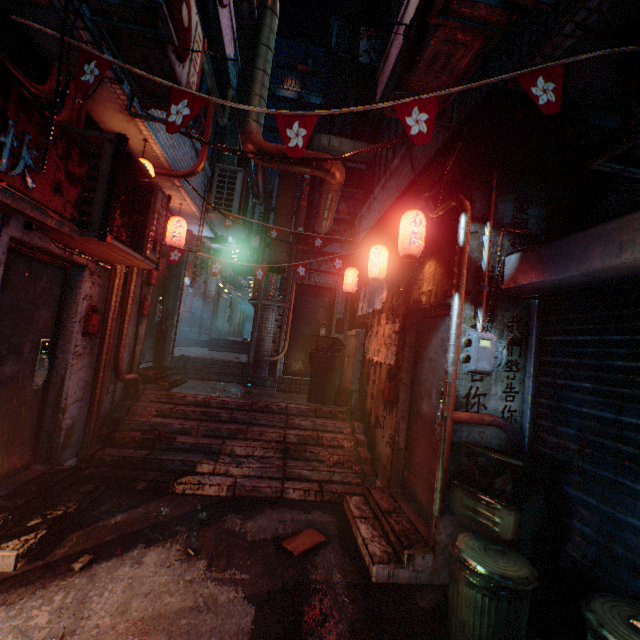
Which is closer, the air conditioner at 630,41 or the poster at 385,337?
the air conditioner at 630,41

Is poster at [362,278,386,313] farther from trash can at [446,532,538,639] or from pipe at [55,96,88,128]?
pipe at [55,96,88,128]

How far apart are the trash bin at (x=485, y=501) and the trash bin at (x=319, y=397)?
2.9 meters

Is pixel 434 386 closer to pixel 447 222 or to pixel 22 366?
pixel 447 222

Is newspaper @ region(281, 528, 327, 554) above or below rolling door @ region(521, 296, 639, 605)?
below

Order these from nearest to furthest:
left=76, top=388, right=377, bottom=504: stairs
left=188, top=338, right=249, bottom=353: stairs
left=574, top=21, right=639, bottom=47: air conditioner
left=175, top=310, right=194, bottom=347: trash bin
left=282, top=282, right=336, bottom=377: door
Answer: left=574, top=21, right=639, bottom=47: air conditioner, left=76, top=388, right=377, bottom=504: stairs, left=282, top=282, right=336, bottom=377: door, left=175, top=310, right=194, bottom=347: trash bin, left=188, top=338, right=249, bottom=353: stairs

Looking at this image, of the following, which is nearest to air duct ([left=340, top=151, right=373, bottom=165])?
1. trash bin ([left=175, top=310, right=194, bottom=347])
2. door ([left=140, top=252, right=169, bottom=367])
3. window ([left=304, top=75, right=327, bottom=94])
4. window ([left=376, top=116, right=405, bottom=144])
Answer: window ([left=376, top=116, right=405, bottom=144])

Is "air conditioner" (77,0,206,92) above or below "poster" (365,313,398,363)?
above
